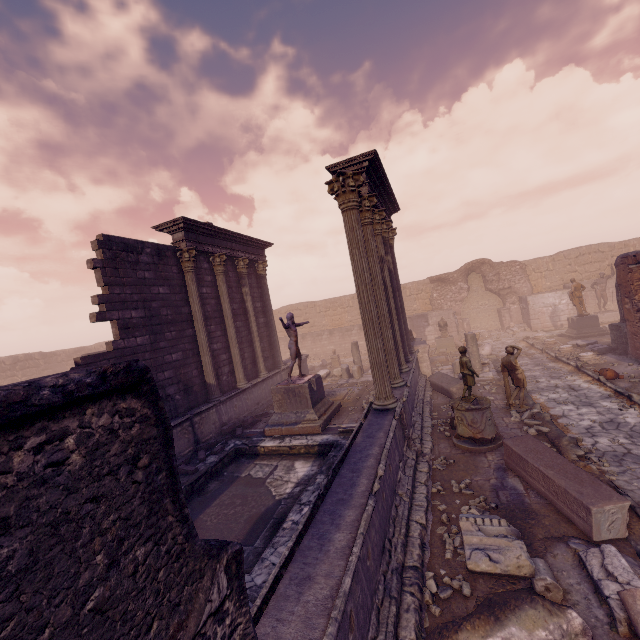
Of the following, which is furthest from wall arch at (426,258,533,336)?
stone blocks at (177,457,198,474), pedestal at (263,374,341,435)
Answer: stone blocks at (177,457,198,474)

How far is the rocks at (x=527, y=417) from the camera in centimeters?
816cm

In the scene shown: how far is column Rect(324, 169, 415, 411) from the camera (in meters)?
7.43

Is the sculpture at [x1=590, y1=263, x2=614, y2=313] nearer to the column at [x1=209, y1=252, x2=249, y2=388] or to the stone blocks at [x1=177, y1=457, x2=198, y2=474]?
the column at [x1=209, y1=252, x2=249, y2=388]

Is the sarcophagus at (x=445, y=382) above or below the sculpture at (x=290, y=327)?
below

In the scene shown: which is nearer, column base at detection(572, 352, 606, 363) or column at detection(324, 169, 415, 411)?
column at detection(324, 169, 415, 411)

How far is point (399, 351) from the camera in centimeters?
1090cm

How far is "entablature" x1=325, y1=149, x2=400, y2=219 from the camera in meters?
8.7
